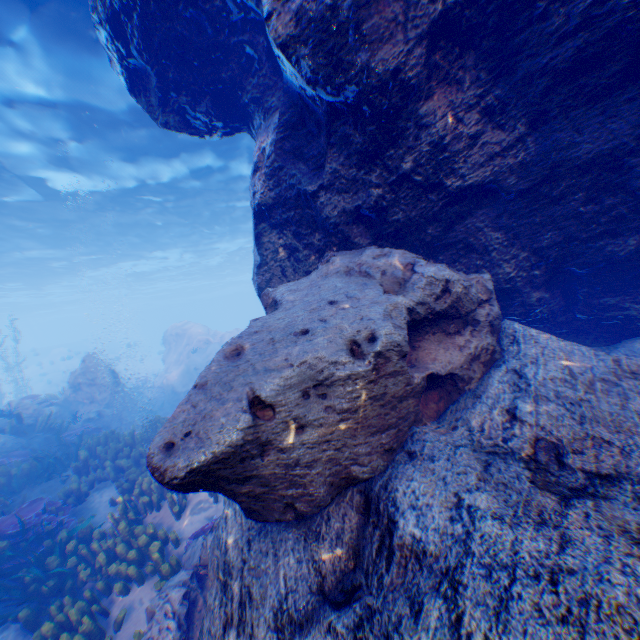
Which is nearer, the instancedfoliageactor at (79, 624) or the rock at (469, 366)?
the rock at (469, 366)

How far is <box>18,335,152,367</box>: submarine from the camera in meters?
30.1

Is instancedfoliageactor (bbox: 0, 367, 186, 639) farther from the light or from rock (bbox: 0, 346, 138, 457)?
the light

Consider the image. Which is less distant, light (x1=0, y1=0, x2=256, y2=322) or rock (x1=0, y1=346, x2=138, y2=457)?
light (x1=0, y1=0, x2=256, y2=322)

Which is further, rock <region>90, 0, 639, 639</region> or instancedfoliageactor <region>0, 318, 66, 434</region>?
instancedfoliageactor <region>0, 318, 66, 434</region>

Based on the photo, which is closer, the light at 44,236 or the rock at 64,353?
the light at 44,236

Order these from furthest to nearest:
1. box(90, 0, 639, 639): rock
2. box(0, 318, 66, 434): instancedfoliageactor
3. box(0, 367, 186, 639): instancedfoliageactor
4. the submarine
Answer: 1. the submarine
2. box(0, 318, 66, 434): instancedfoliageactor
3. box(0, 367, 186, 639): instancedfoliageactor
4. box(90, 0, 639, 639): rock

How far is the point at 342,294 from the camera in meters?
3.6 m
